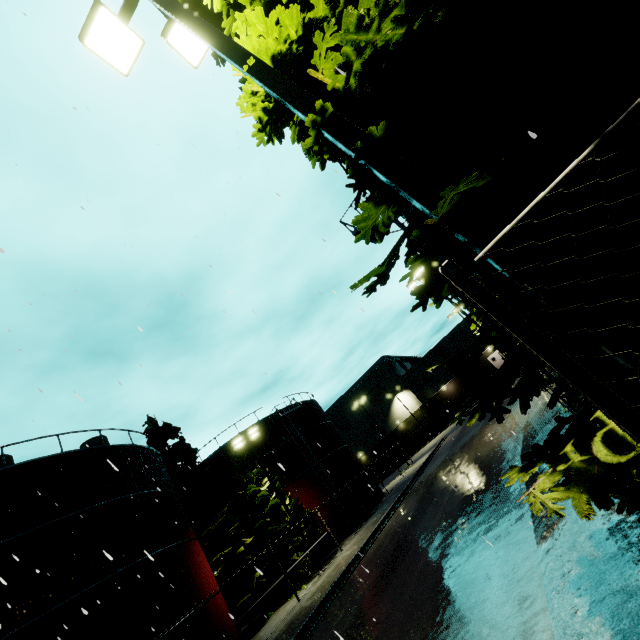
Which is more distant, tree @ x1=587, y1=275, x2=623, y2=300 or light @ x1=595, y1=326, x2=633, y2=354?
tree @ x1=587, y1=275, x2=623, y2=300

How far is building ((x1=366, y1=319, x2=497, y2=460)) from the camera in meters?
53.6

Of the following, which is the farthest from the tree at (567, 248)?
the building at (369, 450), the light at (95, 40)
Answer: the building at (369, 450)

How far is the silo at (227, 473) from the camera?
27.22m

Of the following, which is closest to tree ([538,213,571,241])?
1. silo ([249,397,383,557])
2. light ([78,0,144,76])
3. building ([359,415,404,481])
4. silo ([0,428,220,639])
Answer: light ([78,0,144,76])

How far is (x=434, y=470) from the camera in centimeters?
2358cm

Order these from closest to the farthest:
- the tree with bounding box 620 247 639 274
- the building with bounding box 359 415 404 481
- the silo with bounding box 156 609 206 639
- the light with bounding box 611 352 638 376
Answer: the light with bounding box 611 352 638 376 < the tree with bounding box 620 247 639 274 < the silo with bounding box 156 609 206 639 < the building with bounding box 359 415 404 481

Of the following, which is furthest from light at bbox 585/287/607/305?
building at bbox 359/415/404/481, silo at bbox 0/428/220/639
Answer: building at bbox 359/415/404/481
